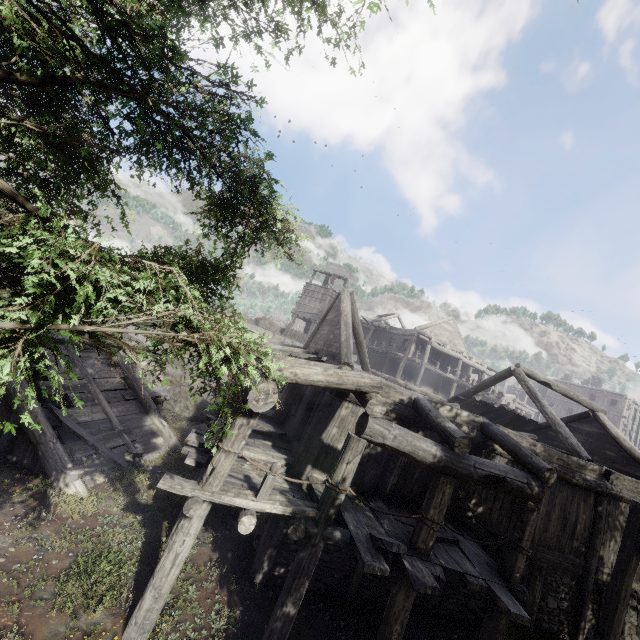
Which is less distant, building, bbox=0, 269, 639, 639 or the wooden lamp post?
building, bbox=0, 269, 639, 639

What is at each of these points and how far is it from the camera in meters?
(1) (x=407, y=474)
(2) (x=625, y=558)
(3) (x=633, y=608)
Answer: (1) building, 9.1 m
(2) wooden lamp post, 8.1 m
(3) building, 10.2 m

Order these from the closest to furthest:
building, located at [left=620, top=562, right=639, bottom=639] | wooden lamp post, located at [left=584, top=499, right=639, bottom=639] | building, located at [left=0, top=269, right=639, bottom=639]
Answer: building, located at [left=0, top=269, right=639, bottom=639]
wooden lamp post, located at [left=584, top=499, right=639, bottom=639]
building, located at [left=620, top=562, right=639, bottom=639]

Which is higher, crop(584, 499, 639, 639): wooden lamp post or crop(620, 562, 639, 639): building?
crop(584, 499, 639, 639): wooden lamp post

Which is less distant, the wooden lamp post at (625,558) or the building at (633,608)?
the wooden lamp post at (625,558)

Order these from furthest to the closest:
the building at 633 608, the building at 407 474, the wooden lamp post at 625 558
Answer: the building at 633 608, the wooden lamp post at 625 558, the building at 407 474

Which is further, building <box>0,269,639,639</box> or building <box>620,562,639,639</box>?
building <box>620,562,639,639</box>
